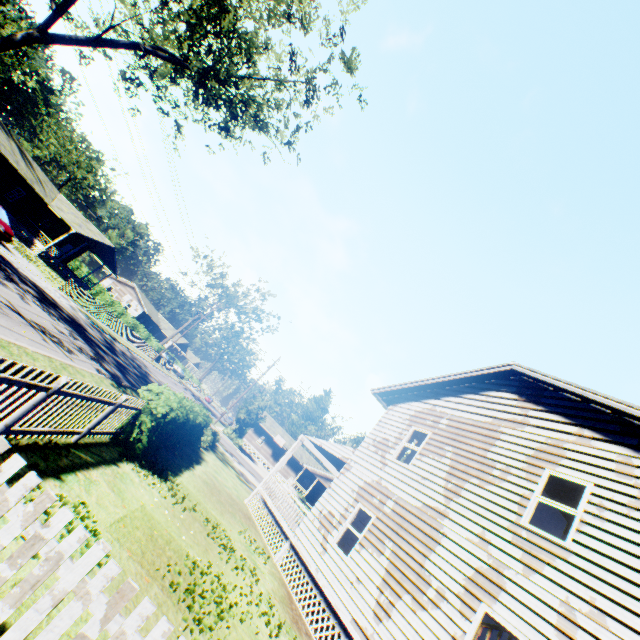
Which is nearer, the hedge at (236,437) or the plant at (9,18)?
the hedge at (236,437)

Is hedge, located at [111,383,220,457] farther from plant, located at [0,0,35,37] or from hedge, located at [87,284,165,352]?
hedge, located at [87,284,165,352]

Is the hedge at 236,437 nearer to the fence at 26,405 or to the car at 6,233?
the fence at 26,405

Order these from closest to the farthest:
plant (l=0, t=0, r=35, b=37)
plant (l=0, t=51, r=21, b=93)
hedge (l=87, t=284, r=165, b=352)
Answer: plant (l=0, t=0, r=35, b=37)
plant (l=0, t=51, r=21, b=93)
hedge (l=87, t=284, r=165, b=352)

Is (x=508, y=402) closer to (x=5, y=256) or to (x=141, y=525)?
(x=141, y=525)

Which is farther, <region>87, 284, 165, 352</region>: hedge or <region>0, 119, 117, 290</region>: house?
<region>87, 284, 165, 352</region>: hedge

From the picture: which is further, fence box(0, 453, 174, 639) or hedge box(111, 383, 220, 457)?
hedge box(111, 383, 220, 457)

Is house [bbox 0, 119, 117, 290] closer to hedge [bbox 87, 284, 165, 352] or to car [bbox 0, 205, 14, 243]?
hedge [bbox 87, 284, 165, 352]
